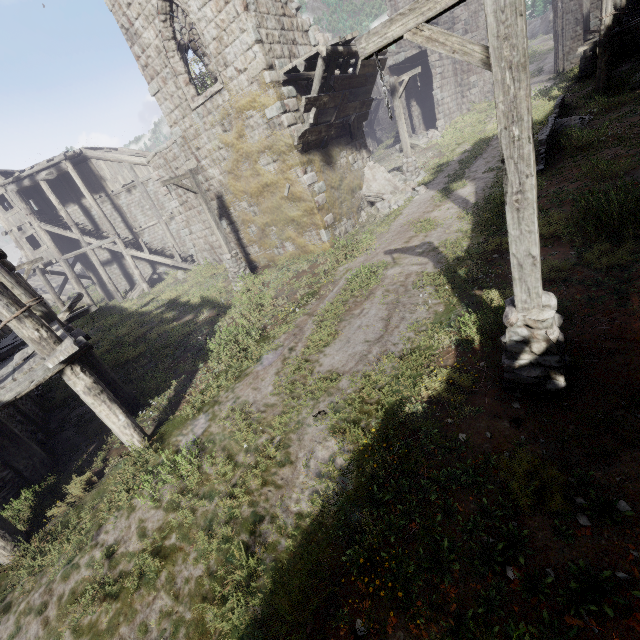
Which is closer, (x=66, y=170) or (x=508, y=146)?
(x=508, y=146)

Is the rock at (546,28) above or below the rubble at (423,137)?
above

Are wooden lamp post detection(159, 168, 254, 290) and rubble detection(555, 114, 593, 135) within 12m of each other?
no

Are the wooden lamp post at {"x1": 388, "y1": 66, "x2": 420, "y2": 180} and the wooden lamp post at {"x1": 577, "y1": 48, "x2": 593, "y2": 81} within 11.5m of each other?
no

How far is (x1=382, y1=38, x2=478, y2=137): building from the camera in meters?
24.0 m

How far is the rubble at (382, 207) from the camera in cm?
1435

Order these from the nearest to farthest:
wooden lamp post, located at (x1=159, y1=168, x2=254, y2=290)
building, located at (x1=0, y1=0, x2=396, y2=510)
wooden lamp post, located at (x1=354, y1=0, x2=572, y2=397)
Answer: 1. wooden lamp post, located at (x1=354, y1=0, x2=572, y2=397)
2. building, located at (x1=0, y1=0, x2=396, y2=510)
3. wooden lamp post, located at (x1=159, y1=168, x2=254, y2=290)

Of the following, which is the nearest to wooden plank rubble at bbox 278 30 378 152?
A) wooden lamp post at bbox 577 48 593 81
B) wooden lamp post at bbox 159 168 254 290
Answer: wooden lamp post at bbox 159 168 254 290
